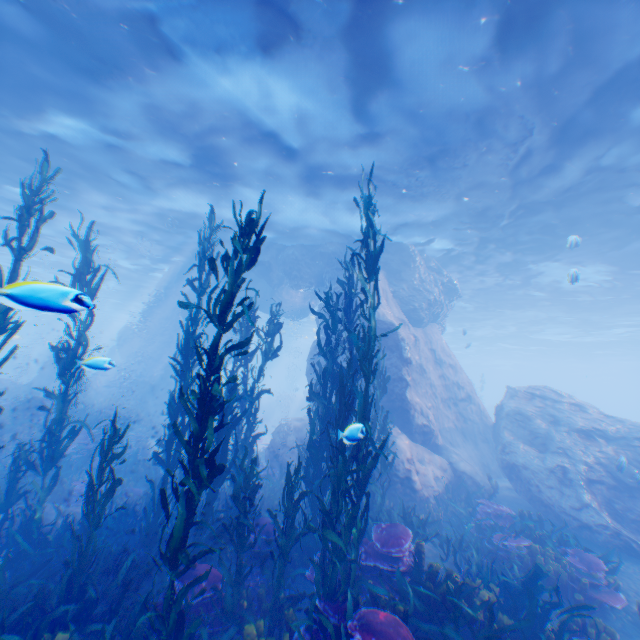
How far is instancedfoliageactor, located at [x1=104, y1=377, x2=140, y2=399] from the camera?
23.11m

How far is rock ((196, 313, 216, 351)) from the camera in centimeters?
2512cm

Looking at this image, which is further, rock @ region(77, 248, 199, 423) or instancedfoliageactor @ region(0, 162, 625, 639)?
rock @ region(77, 248, 199, 423)

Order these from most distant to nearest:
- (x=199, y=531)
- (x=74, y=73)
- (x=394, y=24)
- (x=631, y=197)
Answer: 1. (x=631, y=197)
2. (x=74, y=73)
3. (x=394, y=24)
4. (x=199, y=531)

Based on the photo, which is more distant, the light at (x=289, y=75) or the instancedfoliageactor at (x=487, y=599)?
the light at (x=289, y=75)

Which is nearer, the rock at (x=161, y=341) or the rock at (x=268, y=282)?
the rock at (x=268, y=282)

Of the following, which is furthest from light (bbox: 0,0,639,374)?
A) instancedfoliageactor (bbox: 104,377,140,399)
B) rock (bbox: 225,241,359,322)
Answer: instancedfoliageactor (bbox: 104,377,140,399)

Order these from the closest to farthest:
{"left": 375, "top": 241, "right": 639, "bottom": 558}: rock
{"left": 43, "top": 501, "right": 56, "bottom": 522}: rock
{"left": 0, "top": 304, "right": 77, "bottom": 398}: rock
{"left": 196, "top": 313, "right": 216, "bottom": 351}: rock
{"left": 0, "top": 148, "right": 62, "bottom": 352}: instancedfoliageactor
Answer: {"left": 0, "top": 304, "right": 77, "bottom": 398}: rock
{"left": 0, "top": 148, "right": 62, "bottom": 352}: instancedfoliageactor
{"left": 43, "top": 501, "right": 56, "bottom": 522}: rock
{"left": 375, "top": 241, "right": 639, "bottom": 558}: rock
{"left": 196, "top": 313, "right": 216, "bottom": 351}: rock
